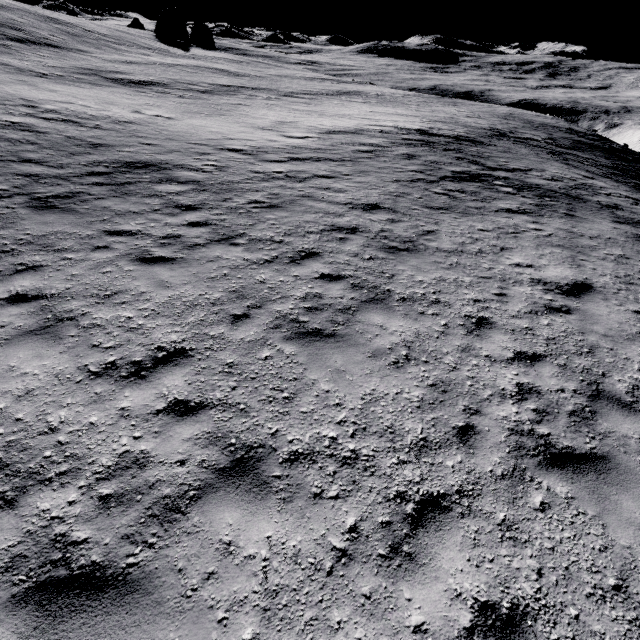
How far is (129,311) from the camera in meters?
5.8 m
